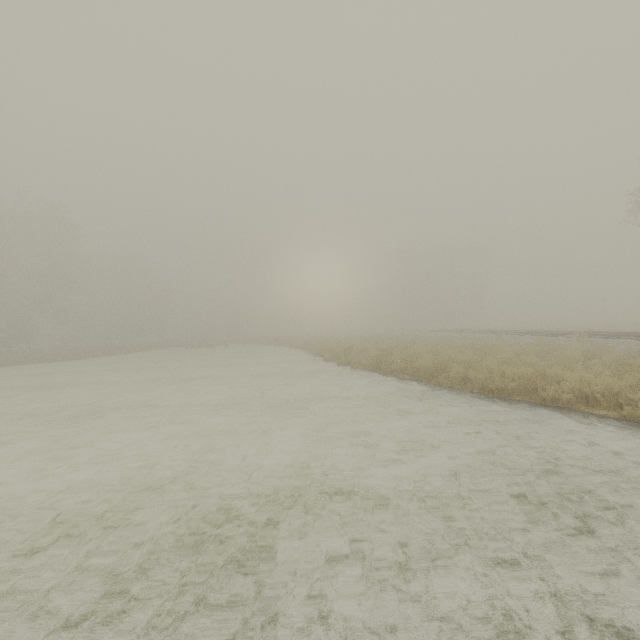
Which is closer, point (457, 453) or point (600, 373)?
point (457, 453)
